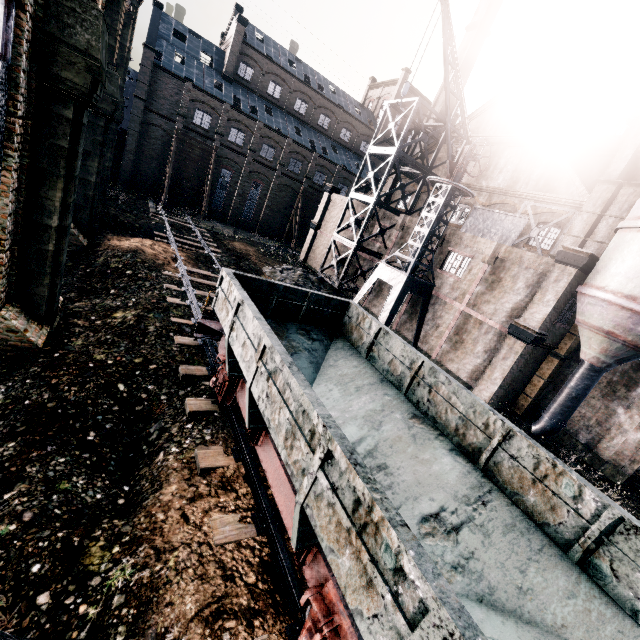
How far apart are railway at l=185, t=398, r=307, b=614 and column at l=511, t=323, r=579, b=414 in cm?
1947

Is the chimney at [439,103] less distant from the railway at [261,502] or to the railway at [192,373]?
the railway at [192,373]

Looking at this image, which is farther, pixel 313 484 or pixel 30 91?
pixel 30 91

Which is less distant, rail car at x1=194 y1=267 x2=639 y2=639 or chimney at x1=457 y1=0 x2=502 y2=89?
rail car at x1=194 y1=267 x2=639 y2=639

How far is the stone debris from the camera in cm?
2680

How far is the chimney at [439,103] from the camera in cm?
4048

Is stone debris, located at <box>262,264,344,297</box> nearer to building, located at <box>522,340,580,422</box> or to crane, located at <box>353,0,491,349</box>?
building, located at <box>522,340,580,422</box>

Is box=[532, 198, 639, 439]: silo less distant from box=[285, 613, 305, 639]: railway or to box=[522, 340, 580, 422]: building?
box=[522, 340, 580, 422]: building
